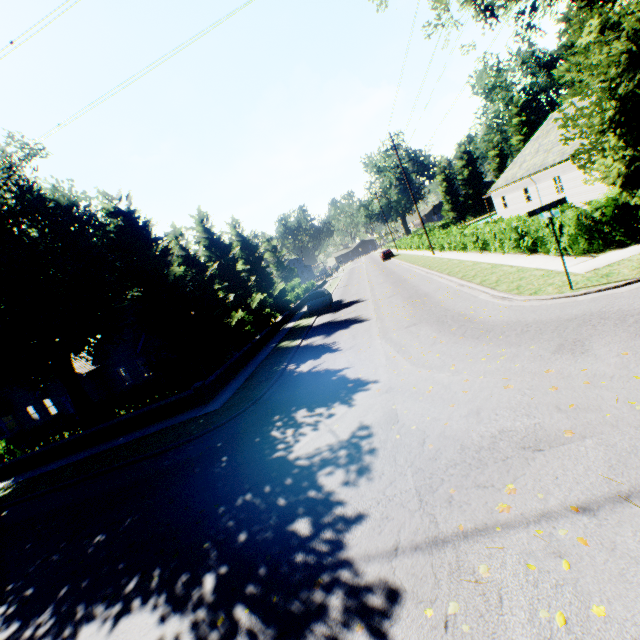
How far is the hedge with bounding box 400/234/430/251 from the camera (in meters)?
36.48

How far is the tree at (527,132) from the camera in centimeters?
5522cm

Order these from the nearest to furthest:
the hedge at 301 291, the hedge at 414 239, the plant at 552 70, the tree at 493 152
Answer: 1. the hedge at 414 239
2. the hedge at 301 291
3. the plant at 552 70
4. the tree at 493 152

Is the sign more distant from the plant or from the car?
the plant

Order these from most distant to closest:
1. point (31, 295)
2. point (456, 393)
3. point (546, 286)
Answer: point (31, 295) < point (546, 286) < point (456, 393)

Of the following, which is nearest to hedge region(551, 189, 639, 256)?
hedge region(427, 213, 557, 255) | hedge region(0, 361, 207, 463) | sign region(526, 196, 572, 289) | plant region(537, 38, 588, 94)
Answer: hedge region(427, 213, 557, 255)

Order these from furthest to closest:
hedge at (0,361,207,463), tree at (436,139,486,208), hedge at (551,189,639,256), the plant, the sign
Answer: tree at (436,139,486,208), the plant, hedge at (0,361,207,463), hedge at (551,189,639,256), the sign

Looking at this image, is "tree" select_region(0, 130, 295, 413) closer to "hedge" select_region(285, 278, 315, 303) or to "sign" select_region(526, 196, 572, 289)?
Answer: "hedge" select_region(285, 278, 315, 303)
